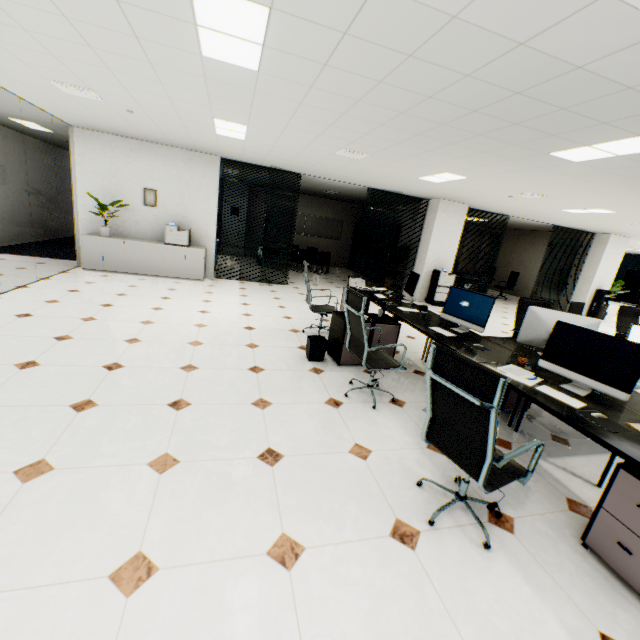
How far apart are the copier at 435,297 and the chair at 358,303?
6.4m

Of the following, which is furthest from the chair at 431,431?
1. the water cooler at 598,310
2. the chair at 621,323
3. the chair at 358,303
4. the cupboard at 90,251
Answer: the water cooler at 598,310

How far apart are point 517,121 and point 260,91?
2.6 meters

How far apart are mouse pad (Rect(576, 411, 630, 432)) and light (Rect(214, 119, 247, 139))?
5.3 meters

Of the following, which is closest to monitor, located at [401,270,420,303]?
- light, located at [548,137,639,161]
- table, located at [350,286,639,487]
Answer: table, located at [350,286,639,487]

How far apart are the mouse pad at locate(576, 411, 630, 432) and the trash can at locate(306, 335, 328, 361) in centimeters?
265cm

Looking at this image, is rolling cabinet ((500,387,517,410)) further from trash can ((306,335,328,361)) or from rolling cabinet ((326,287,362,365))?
trash can ((306,335,328,361))

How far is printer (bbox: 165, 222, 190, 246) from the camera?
7.5 meters
